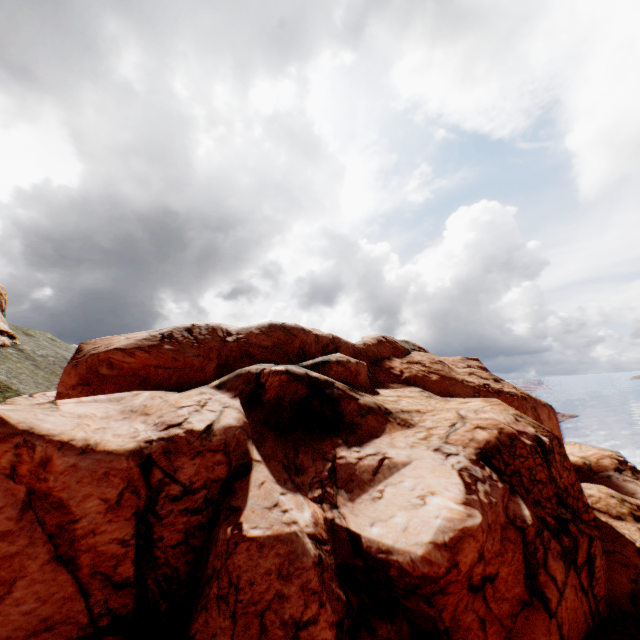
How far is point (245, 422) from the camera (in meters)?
16.92
